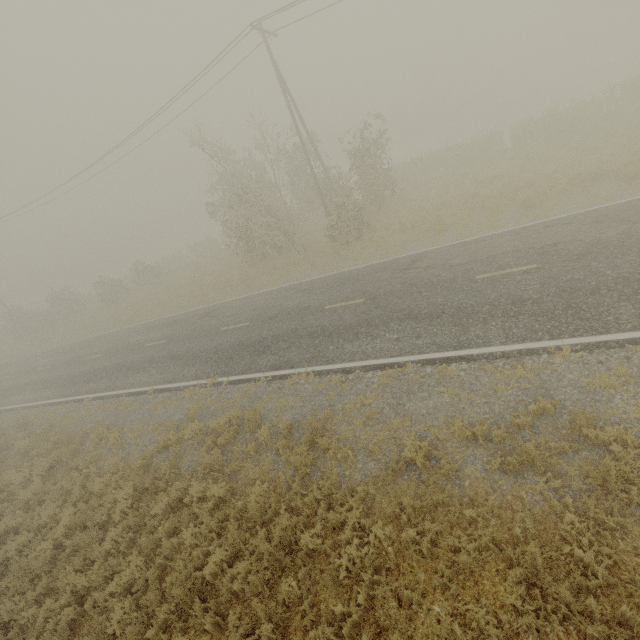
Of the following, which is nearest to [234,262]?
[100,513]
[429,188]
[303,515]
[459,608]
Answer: [429,188]
